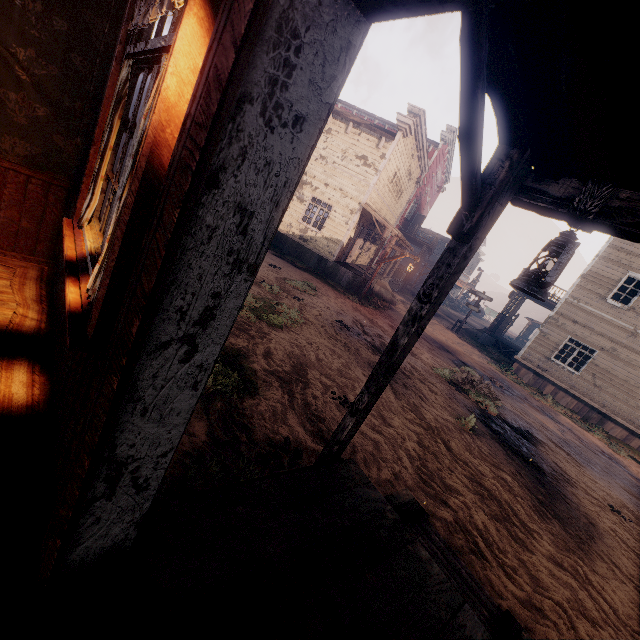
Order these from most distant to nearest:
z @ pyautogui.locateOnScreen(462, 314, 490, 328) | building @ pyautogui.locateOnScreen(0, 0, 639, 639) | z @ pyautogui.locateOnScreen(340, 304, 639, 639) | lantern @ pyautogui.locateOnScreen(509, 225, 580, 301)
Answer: z @ pyautogui.locateOnScreen(462, 314, 490, 328)
z @ pyautogui.locateOnScreen(340, 304, 639, 639)
lantern @ pyautogui.locateOnScreen(509, 225, 580, 301)
building @ pyautogui.locateOnScreen(0, 0, 639, 639)

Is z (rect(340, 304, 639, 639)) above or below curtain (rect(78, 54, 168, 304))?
below

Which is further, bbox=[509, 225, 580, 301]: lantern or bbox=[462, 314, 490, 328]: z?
bbox=[462, 314, 490, 328]: z

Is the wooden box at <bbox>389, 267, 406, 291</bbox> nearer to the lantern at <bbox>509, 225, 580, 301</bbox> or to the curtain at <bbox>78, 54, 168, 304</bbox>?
the curtain at <bbox>78, 54, 168, 304</bbox>

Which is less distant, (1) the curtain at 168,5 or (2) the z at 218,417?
(1) the curtain at 168,5

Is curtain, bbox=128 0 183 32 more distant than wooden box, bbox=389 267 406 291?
No

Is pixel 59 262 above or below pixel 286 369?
above

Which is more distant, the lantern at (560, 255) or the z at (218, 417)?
the z at (218, 417)
